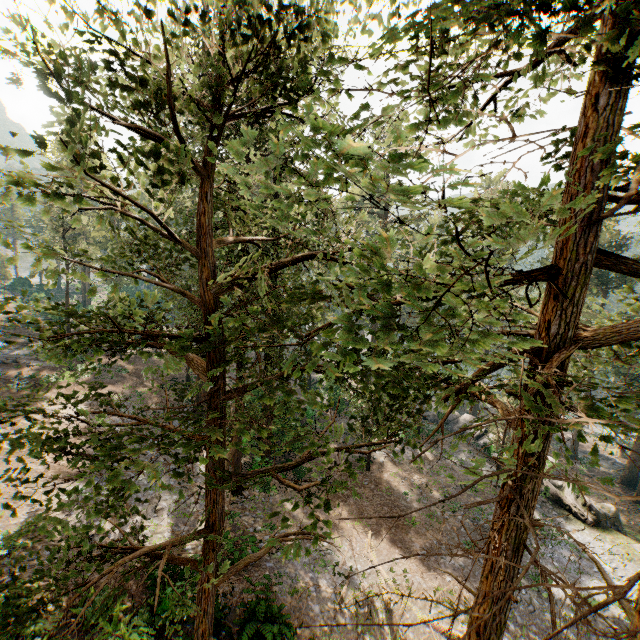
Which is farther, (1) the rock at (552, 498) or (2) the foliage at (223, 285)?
(1) the rock at (552, 498)

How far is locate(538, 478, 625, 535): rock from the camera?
23.0m

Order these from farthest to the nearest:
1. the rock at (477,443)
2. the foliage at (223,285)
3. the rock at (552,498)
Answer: the rock at (477,443), the rock at (552,498), the foliage at (223,285)

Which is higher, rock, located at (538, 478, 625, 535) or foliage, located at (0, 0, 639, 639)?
foliage, located at (0, 0, 639, 639)

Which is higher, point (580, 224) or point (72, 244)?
point (580, 224)

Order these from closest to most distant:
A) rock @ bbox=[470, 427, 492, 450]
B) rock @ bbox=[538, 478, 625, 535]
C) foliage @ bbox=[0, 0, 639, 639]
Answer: foliage @ bbox=[0, 0, 639, 639] < rock @ bbox=[538, 478, 625, 535] < rock @ bbox=[470, 427, 492, 450]

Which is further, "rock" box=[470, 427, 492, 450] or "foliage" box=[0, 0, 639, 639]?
"rock" box=[470, 427, 492, 450]
